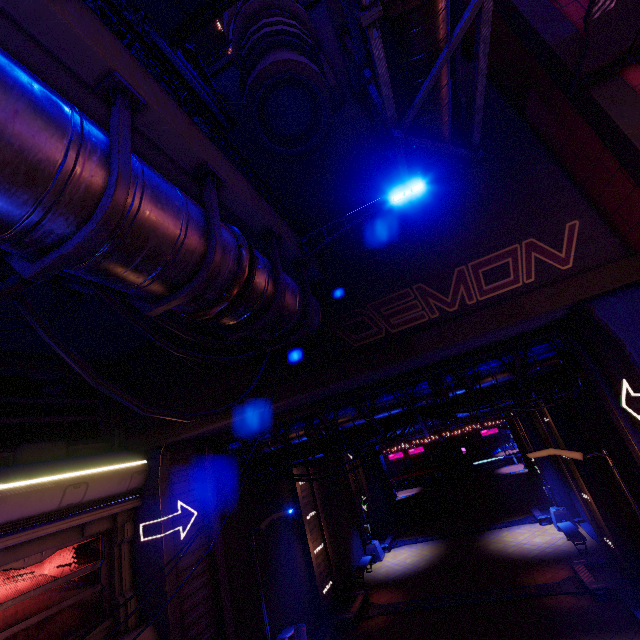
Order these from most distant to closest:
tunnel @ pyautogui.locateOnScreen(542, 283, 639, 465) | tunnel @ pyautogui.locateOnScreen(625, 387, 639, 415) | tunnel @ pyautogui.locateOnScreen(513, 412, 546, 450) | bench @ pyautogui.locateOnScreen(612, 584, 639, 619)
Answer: tunnel @ pyautogui.locateOnScreen(513, 412, 546, 450) → bench @ pyautogui.locateOnScreen(612, 584, 639, 619) → tunnel @ pyautogui.locateOnScreen(625, 387, 639, 415) → tunnel @ pyautogui.locateOnScreen(542, 283, 639, 465)

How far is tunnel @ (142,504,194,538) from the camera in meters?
9.6 m

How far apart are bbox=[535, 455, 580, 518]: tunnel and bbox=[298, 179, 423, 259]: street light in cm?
1913

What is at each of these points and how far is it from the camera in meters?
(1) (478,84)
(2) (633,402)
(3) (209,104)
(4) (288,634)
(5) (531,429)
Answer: (1) pipe, 6.9 m
(2) tunnel, 7.4 m
(3) pipe, 12.8 m
(4) atm, 11.8 m
(5) tunnel, 20.9 m

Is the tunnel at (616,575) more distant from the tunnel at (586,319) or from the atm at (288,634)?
the tunnel at (586,319)

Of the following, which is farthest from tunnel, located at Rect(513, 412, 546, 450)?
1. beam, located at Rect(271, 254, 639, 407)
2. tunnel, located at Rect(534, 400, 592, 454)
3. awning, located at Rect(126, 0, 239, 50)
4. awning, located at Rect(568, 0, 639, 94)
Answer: awning, located at Rect(126, 0, 239, 50)

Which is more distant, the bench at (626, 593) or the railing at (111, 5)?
the bench at (626, 593)
